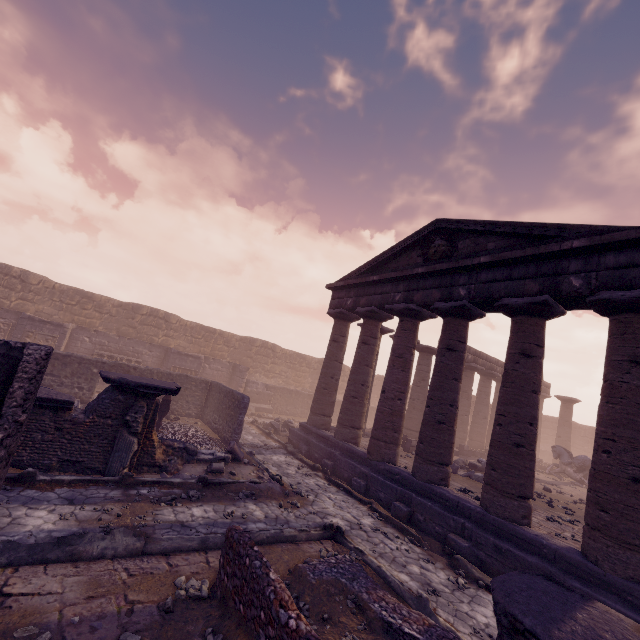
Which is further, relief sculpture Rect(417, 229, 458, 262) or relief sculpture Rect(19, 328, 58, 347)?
relief sculpture Rect(19, 328, 58, 347)

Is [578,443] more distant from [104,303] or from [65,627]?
[104,303]

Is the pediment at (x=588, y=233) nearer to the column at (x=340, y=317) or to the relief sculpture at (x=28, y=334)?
the column at (x=340, y=317)

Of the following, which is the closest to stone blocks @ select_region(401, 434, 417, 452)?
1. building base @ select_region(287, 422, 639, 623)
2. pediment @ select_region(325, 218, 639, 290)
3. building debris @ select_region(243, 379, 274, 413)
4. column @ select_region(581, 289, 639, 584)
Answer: building base @ select_region(287, 422, 639, 623)

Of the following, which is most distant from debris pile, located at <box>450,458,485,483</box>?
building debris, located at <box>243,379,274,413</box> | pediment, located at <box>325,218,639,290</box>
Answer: building debris, located at <box>243,379,274,413</box>

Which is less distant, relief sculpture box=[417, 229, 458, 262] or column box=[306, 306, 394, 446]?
relief sculpture box=[417, 229, 458, 262]

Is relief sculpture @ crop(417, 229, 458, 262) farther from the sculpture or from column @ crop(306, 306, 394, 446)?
the sculpture

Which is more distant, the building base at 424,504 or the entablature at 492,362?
the entablature at 492,362
